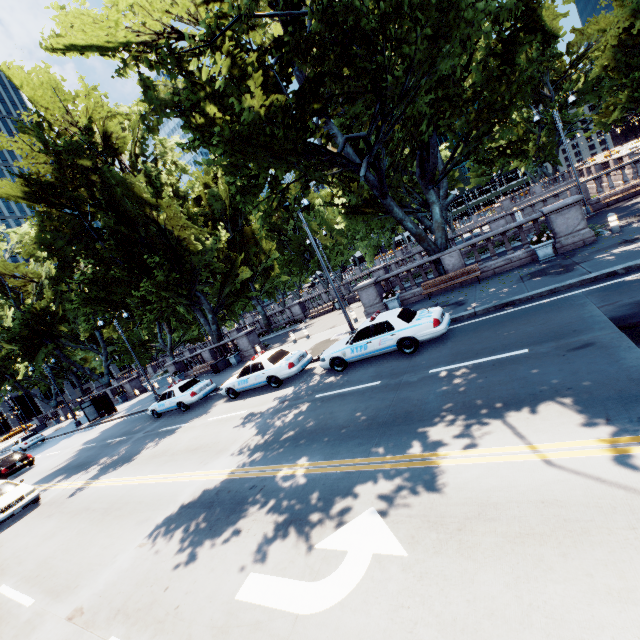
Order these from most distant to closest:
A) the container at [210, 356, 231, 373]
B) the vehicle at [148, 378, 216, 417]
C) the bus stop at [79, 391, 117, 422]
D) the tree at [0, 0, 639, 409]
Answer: the bus stop at [79, 391, 117, 422] < the container at [210, 356, 231, 373] < the vehicle at [148, 378, 216, 417] < the tree at [0, 0, 639, 409]

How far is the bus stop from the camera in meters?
29.4

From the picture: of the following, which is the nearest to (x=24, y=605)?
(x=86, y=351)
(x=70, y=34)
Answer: (x=70, y=34)

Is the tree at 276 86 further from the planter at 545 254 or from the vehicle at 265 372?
the vehicle at 265 372

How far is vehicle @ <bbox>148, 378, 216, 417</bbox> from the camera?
18.0 meters

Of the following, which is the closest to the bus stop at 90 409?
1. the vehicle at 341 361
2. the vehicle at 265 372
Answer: the vehicle at 265 372

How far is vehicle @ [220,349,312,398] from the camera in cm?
1420

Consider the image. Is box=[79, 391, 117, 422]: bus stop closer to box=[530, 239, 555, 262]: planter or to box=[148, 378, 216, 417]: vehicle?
box=[148, 378, 216, 417]: vehicle
